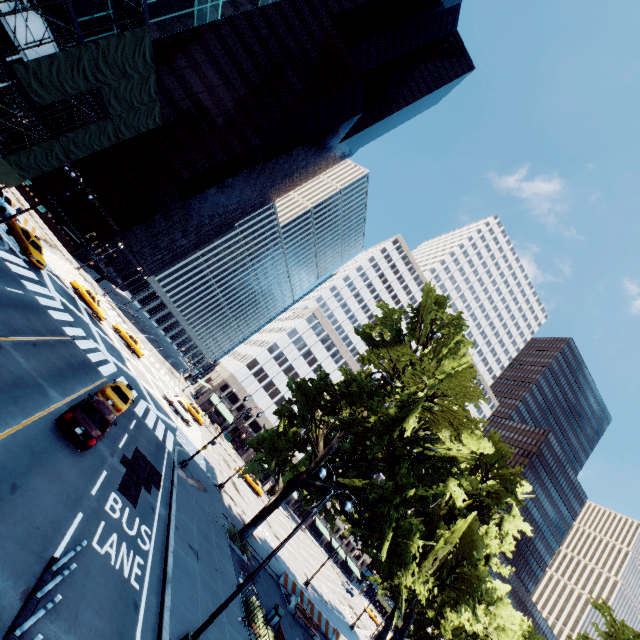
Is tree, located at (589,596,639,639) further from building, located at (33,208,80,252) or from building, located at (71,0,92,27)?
building, located at (33,208,80,252)

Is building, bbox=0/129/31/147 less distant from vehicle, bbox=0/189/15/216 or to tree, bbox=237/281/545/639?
vehicle, bbox=0/189/15/216

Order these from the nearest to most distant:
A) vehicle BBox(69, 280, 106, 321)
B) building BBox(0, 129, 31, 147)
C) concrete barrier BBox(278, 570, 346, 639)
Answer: concrete barrier BBox(278, 570, 346, 639)
vehicle BBox(69, 280, 106, 321)
building BBox(0, 129, 31, 147)

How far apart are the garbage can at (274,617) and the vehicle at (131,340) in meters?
32.1 m

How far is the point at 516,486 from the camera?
31.6 meters

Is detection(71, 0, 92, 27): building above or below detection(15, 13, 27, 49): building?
above

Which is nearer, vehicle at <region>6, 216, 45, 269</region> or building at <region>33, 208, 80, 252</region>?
vehicle at <region>6, 216, 45, 269</region>

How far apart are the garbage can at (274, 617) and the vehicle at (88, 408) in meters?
14.4
